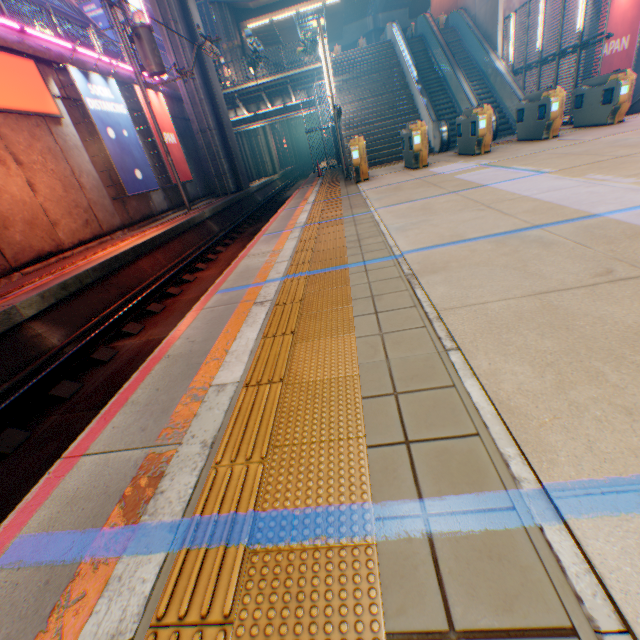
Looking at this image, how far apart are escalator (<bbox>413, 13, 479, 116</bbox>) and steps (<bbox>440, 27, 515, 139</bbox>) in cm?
1

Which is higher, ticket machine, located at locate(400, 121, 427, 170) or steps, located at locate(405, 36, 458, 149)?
steps, located at locate(405, 36, 458, 149)

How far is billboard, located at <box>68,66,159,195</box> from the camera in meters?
11.9 m

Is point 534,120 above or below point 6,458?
above

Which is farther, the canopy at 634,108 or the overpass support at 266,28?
the overpass support at 266,28

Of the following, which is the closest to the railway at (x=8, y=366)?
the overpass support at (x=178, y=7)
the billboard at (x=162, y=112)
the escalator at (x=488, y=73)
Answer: the overpass support at (x=178, y=7)

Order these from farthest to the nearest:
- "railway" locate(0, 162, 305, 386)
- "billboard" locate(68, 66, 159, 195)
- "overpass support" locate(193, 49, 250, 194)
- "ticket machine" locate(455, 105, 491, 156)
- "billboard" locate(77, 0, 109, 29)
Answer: "billboard" locate(77, 0, 109, 29)
"overpass support" locate(193, 49, 250, 194)
"billboard" locate(68, 66, 159, 195)
"ticket machine" locate(455, 105, 491, 156)
"railway" locate(0, 162, 305, 386)

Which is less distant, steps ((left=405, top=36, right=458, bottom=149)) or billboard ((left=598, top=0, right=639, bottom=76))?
billboard ((left=598, top=0, right=639, bottom=76))
